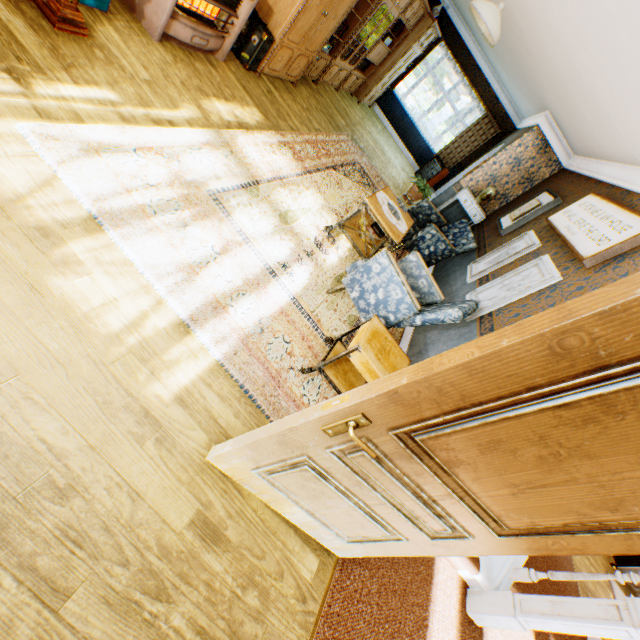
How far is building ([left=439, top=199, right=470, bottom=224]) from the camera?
7.82m

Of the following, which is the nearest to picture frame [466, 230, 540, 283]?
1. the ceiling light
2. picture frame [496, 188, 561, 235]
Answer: picture frame [496, 188, 561, 235]

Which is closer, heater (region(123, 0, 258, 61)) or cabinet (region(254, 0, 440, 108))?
heater (region(123, 0, 258, 61))

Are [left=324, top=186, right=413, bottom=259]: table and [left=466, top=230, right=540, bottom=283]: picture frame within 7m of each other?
yes

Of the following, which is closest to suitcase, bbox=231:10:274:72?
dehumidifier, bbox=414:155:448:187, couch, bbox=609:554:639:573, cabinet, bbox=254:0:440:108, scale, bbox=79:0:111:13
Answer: cabinet, bbox=254:0:440:108

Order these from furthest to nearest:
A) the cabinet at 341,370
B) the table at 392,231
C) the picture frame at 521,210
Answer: the picture frame at 521,210, the table at 392,231, the cabinet at 341,370

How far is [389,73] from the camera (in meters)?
9.12

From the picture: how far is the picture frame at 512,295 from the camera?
3.3 meters
